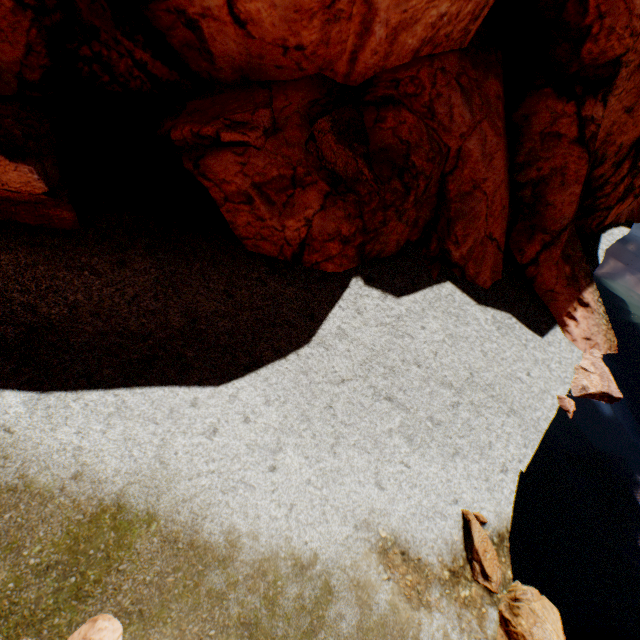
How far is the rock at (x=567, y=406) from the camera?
11.75m

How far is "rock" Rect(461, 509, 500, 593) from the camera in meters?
7.6 m

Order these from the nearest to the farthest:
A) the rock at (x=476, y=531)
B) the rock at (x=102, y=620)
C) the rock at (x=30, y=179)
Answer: the rock at (x=102, y=620)
the rock at (x=30, y=179)
the rock at (x=476, y=531)

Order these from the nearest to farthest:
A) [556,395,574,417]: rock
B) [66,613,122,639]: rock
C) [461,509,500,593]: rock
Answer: [66,613,122,639]: rock
[461,509,500,593]: rock
[556,395,574,417]: rock

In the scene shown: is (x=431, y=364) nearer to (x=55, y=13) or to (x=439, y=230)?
(x=439, y=230)

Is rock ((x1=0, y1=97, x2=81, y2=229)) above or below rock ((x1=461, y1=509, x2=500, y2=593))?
above

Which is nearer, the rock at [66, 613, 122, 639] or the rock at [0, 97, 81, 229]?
the rock at [66, 613, 122, 639]
